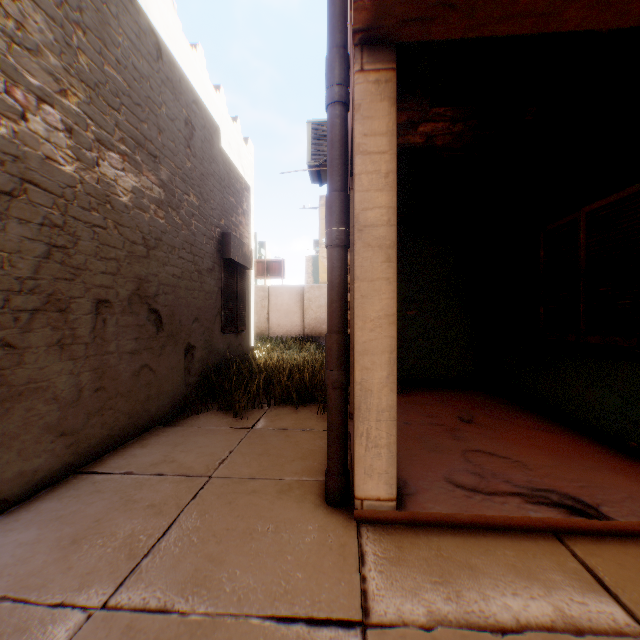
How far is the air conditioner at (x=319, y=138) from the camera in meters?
5.6

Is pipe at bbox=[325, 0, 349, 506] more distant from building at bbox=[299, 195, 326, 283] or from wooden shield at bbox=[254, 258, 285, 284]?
building at bbox=[299, 195, 326, 283]

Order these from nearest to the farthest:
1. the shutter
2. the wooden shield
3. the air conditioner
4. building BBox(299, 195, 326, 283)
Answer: the shutter → the air conditioner → the wooden shield → building BBox(299, 195, 326, 283)

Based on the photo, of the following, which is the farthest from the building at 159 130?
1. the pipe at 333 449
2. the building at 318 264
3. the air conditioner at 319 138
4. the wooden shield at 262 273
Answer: the wooden shield at 262 273

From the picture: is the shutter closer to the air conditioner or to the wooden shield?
the air conditioner

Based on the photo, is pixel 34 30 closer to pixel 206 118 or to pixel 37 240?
pixel 37 240

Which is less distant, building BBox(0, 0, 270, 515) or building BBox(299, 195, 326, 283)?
building BBox(0, 0, 270, 515)

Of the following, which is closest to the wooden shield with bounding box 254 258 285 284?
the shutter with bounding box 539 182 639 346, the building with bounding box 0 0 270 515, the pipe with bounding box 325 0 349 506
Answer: the building with bounding box 0 0 270 515
